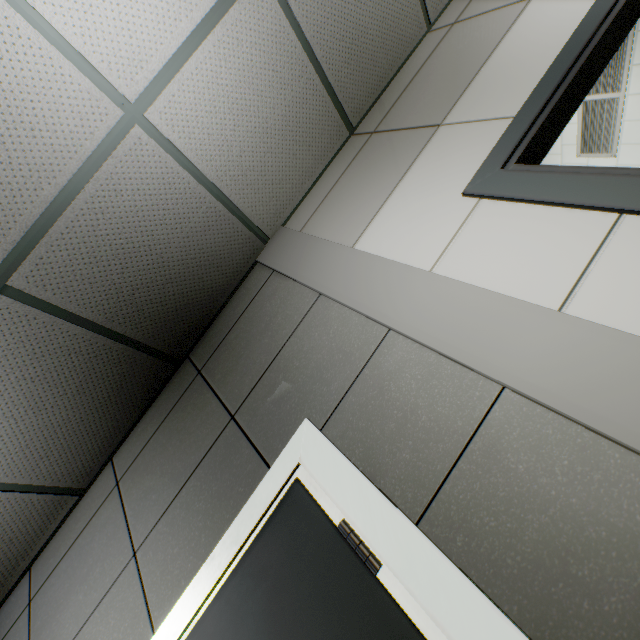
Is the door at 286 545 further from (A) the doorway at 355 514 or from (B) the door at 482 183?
(B) the door at 482 183

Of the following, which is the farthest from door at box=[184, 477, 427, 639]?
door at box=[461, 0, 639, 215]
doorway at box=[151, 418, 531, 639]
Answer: door at box=[461, 0, 639, 215]

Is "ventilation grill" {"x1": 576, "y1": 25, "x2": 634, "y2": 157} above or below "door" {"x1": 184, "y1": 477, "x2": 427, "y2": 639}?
above

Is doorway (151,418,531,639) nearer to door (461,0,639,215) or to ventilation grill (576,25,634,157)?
door (461,0,639,215)

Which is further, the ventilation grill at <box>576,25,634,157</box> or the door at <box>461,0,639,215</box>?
the ventilation grill at <box>576,25,634,157</box>

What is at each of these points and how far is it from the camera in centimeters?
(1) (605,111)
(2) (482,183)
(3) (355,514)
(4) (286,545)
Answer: (1) ventilation grill, 293cm
(2) door, 144cm
(3) doorway, 109cm
(4) door, 118cm

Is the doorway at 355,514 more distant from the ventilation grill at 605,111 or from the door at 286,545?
the ventilation grill at 605,111

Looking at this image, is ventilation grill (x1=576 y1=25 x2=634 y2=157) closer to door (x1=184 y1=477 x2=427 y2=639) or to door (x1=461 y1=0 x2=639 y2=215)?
door (x1=461 y1=0 x2=639 y2=215)
